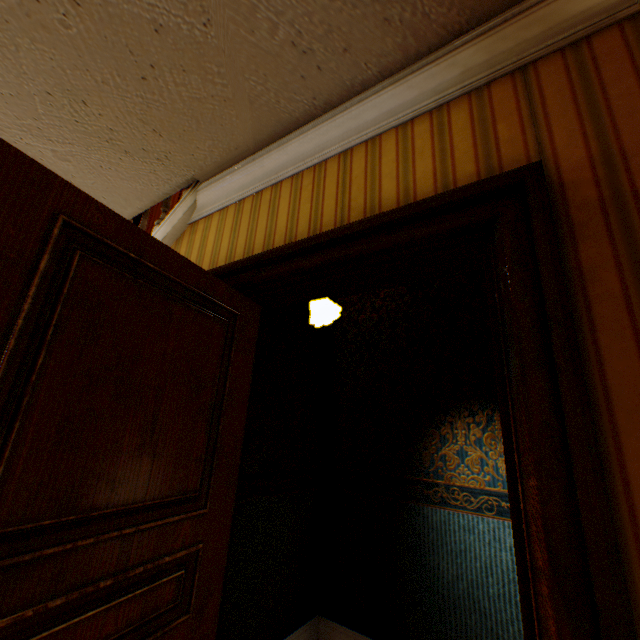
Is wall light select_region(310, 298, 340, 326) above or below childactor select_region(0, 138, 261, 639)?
above

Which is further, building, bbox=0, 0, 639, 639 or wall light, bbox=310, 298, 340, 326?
wall light, bbox=310, 298, 340, 326

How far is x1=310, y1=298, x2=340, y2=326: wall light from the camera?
2.47m

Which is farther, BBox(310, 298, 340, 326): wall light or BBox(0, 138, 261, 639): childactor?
BBox(310, 298, 340, 326): wall light

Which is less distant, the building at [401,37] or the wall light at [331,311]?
the building at [401,37]

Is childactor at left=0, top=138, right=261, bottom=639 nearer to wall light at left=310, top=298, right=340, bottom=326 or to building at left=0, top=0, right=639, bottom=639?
building at left=0, top=0, right=639, bottom=639

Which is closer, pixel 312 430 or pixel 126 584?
pixel 126 584

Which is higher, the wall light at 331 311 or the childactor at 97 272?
the wall light at 331 311
